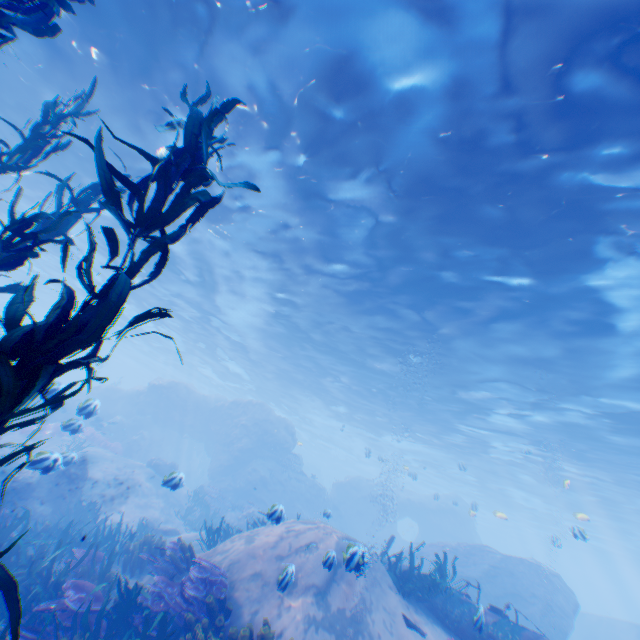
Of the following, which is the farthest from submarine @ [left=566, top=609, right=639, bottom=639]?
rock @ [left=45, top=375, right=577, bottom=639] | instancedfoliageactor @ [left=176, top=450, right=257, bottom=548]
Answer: instancedfoliageactor @ [left=176, top=450, right=257, bottom=548]

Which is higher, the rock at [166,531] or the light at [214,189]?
the light at [214,189]

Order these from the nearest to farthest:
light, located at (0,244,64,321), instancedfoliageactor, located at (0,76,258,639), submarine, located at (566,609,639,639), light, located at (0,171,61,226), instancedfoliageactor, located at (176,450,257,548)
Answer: instancedfoliageactor, located at (0,76,258,639)
instancedfoliageactor, located at (176,450,257,548)
light, located at (0,171,61,226)
submarine, located at (566,609,639,639)
light, located at (0,244,64,321)

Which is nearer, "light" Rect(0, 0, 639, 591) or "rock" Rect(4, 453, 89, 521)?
"light" Rect(0, 0, 639, 591)

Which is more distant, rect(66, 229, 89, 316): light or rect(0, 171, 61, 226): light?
rect(66, 229, 89, 316): light

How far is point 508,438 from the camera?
22.6m

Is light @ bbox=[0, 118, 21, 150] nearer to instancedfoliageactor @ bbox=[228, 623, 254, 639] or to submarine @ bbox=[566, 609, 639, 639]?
submarine @ bbox=[566, 609, 639, 639]

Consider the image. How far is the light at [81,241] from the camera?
21.3 meters
